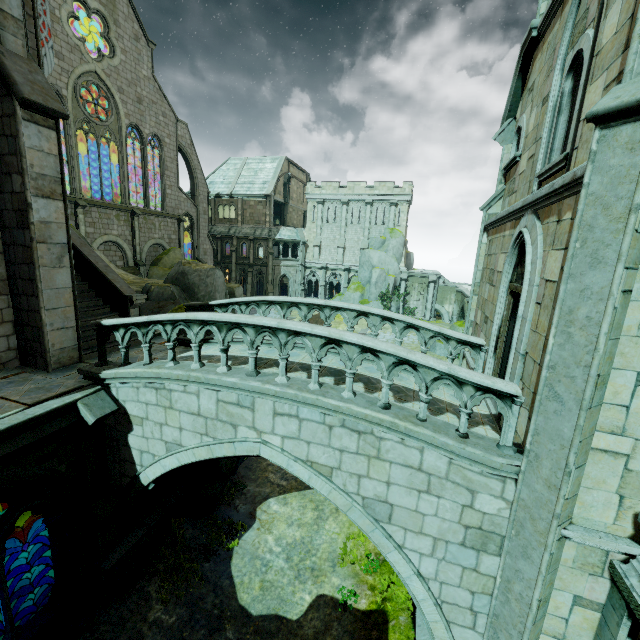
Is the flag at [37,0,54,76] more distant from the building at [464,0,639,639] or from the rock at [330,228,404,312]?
the rock at [330,228,404,312]

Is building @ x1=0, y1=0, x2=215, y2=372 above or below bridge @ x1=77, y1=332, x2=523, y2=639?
above

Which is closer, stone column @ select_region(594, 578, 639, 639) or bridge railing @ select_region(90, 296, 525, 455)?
stone column @ select_region(594, 578, 639, 639)

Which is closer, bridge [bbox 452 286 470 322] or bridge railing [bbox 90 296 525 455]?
bridge railing [bbox 90 296 525 455]

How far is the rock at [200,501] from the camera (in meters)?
10.49

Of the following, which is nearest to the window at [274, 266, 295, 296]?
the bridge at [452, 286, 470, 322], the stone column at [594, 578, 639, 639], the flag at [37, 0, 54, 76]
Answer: the bridge at [452, 286, 470, 322]

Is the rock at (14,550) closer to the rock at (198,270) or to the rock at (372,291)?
the rock at (198,270)

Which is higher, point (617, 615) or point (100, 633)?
point (617, 615)
